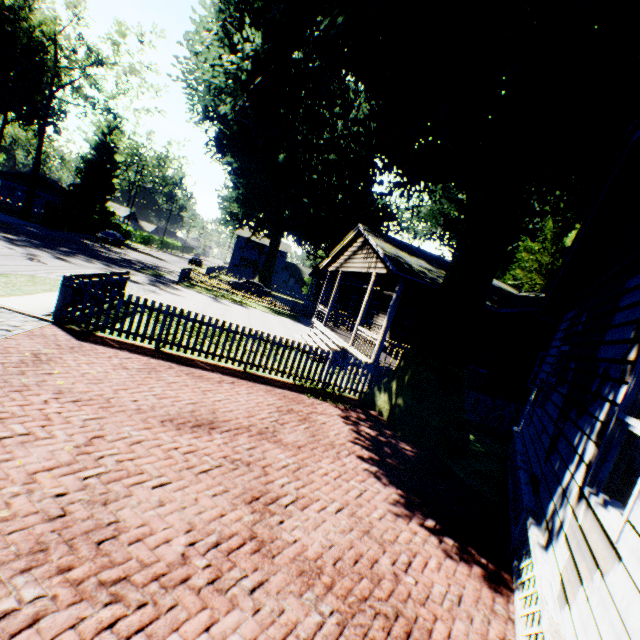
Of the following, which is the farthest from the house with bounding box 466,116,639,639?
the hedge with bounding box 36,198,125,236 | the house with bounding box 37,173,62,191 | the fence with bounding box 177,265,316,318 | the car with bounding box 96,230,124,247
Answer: the house with bounding box 37,173,62,191

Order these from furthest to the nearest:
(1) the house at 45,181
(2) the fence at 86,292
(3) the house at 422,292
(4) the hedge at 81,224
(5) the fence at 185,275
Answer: (1) the house at 45,181 → (4) the hedge at 81,224 → (5) the fence at 185,275 → (3) the house at 422,292 → (2) the fence at 86,292

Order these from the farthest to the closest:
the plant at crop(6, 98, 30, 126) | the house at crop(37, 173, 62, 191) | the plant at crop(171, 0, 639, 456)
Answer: the house at crop(37, 173, 62, 191), the plant at crop(6, 98, 30, 126), the plant at crop(171, 0, 639, 456)

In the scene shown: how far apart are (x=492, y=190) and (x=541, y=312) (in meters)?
4.11

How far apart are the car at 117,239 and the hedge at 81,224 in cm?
274

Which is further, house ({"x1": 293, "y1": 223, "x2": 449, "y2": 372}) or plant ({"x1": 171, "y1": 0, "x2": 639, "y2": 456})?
house ({"x1": 293, "y1": 223, "x2": 449, "y2": 372})

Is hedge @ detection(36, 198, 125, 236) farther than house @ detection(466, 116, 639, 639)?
Yes

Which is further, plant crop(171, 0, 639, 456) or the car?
the car
